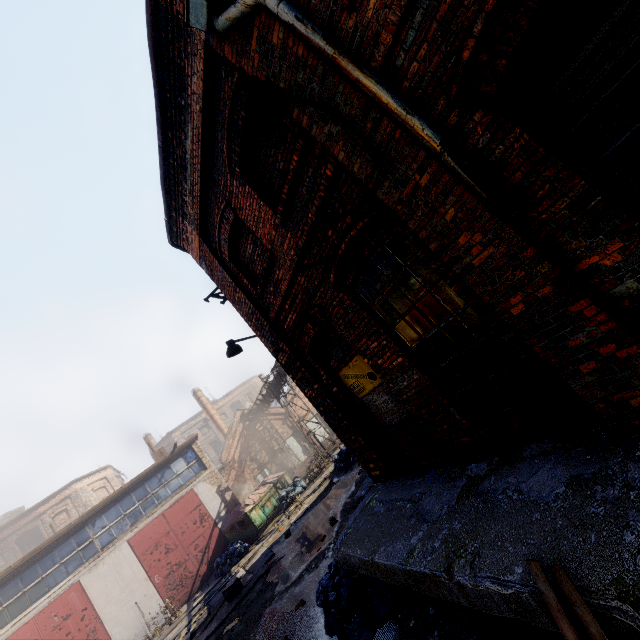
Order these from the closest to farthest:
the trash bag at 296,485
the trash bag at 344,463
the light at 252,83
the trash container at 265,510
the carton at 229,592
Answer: the light at 252,83 → the carton at 229,592 → the trash bag at 344,463 → the trash container at 265,510 → the trash bag at 296,485

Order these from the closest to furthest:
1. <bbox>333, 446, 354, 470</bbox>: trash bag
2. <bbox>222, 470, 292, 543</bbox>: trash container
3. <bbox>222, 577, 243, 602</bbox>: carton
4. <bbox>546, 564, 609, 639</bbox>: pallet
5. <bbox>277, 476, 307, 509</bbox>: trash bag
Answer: <bbox>546, 564, 609, 639</bbox>: pallet → <bbox>222, 577, 243, 602</bbox>: carton → <bbox>333, 446, 354, 470</bbox>: trash bag → <bbox>222, 470, 292, 543</bbox>: trash container → <bbox>277, 476, 307, 509</bbox>: trash bag

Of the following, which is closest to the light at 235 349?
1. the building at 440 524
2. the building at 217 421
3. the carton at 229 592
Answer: the building at 440 524

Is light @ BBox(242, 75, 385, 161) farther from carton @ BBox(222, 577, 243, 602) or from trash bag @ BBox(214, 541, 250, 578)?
trash bag @ BBox(214, 541, 250, 578)

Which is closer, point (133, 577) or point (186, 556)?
point (133, 577)

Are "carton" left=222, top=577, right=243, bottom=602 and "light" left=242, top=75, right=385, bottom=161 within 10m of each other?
no

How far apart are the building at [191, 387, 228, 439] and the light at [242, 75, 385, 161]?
33.57m

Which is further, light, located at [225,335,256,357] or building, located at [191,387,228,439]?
building, located at [191,387,228,439]
